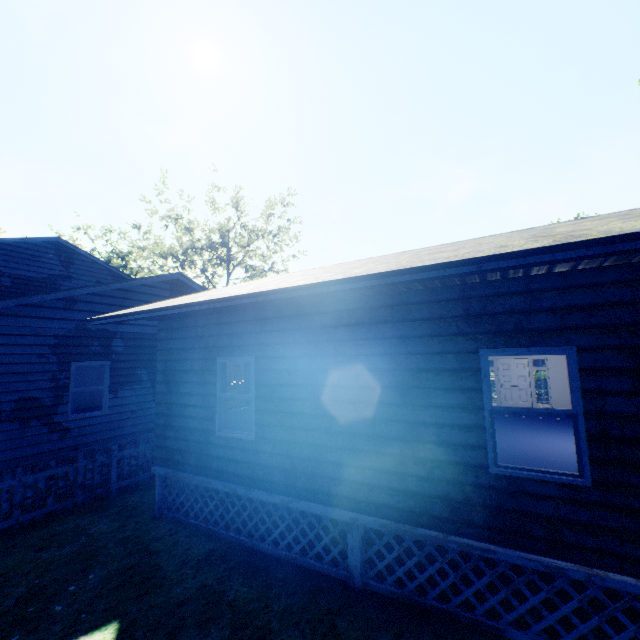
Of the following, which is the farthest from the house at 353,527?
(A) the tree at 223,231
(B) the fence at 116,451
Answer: (A) the tree at 223,231

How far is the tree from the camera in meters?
33.2

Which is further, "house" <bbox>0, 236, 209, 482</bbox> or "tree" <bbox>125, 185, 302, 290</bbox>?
"tree" <bbox>125, 185, 302, 290</bbox>

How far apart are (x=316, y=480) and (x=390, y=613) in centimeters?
195cm

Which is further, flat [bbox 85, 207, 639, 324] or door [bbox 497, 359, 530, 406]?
door [bbox 497, 359, 530, 406]

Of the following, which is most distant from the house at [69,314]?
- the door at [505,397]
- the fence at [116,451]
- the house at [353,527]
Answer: the door at [505,397]

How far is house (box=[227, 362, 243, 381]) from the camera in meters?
14.2 m

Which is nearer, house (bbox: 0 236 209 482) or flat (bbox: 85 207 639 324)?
flat (bbox: 85 207 639 324)
